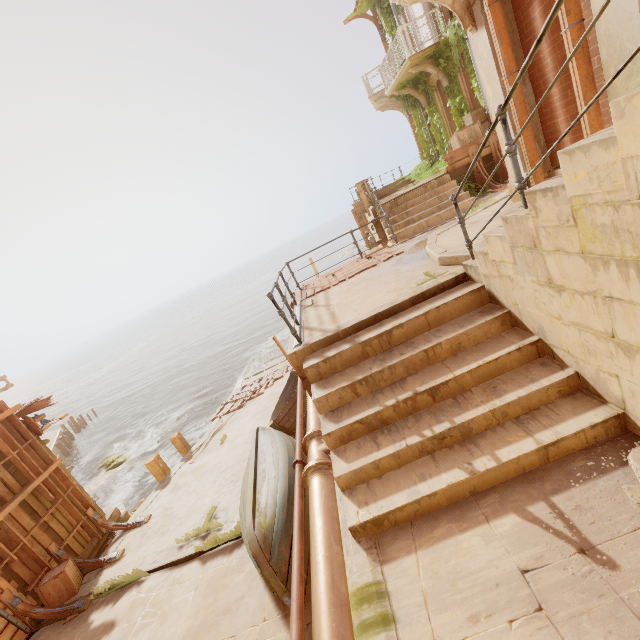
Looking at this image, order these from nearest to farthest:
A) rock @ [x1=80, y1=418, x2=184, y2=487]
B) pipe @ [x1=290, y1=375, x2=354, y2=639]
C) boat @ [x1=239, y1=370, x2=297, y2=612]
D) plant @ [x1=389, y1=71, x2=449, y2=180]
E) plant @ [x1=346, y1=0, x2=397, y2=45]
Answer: pipe @ [x1=290, y1=375, x2=354, y2=639] < boat @ [x1=239, y1=370, x2=297, y2=612] < plant @ [x1=389, y1=71, x2=449, y2=180] < plant @ [x1=346, y1=0, x2=397, y2=45] < rock @ [x1=80, y1=418, x2=184, y2=487]

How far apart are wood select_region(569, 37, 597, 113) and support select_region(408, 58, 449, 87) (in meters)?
10.53

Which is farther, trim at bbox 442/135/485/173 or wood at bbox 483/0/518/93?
trim at bbox 442/135/485/173

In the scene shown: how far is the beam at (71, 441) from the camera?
26.5m

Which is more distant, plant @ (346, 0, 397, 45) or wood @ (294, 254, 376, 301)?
plant @ (346, 0, 397, 45)

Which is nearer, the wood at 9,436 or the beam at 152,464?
the wood at 9,436

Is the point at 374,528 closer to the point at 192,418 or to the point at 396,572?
the point at 396,572

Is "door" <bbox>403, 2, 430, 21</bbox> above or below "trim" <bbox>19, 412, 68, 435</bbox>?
above
